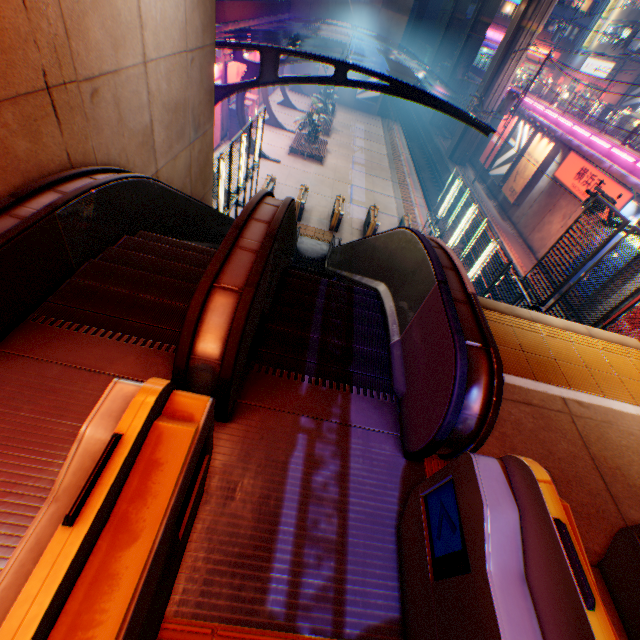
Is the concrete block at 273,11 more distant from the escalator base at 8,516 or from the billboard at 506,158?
the billboard at 506,158

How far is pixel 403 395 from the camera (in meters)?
3.14

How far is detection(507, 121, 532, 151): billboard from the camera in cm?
2469

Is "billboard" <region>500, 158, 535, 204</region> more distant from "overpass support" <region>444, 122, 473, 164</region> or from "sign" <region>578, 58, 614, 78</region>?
"sign" <region>578, 58, 614, 78</region>

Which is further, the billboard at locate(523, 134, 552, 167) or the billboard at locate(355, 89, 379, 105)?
the billboard at locate(355, 89, 379, 105)

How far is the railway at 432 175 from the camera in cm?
2657

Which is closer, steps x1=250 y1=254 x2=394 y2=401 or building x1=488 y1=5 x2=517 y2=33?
steps x1=250 y1=254 x2=394 y2=401

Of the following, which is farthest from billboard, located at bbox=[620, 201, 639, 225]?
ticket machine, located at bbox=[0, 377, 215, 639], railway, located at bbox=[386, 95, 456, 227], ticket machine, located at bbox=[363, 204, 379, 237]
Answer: ticket machine, located at bbox=[0, 377, 215, 639]
